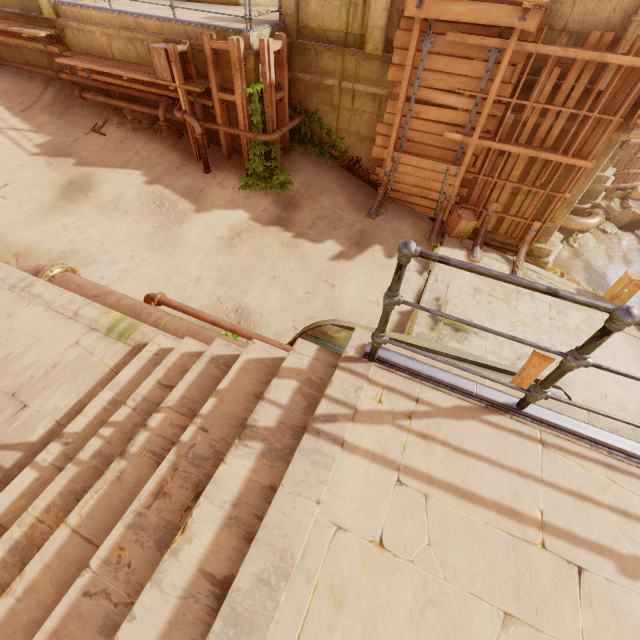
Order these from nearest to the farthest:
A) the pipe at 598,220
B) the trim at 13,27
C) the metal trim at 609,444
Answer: the metal trim at 609,444, the trim at 13,27, the pipe at 598,220

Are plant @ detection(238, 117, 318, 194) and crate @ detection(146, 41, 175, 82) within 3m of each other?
yes

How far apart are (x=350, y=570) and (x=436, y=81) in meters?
9.7

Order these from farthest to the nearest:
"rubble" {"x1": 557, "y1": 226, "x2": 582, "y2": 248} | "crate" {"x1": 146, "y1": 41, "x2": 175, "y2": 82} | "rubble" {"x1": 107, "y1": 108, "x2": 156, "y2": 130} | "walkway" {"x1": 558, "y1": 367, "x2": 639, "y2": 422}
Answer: "rubble" {"x1": 557, "y1": 226, "x2": 582, "y2": 248}
"rubble" {"x1": 107, "y1": 108, "x2": 156, "y2": 130}
"crate" {"x1": 146, "y1": 41, "x2": 175, "y2": 82}
"walkway" {"x1": 558, "y1": 367, "x2": 639, "y2": 422}

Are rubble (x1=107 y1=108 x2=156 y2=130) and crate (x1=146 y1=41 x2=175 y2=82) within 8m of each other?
yes

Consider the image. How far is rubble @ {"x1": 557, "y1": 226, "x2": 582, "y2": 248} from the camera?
13.8m

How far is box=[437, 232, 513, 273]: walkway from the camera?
8.95m

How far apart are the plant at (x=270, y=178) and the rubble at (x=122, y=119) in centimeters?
287cm
